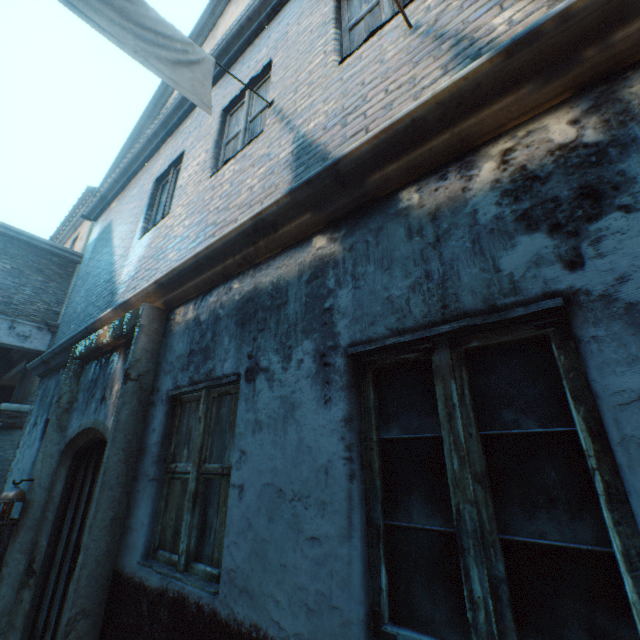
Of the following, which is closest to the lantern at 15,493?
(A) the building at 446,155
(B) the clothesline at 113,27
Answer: (A) the building at 446,155

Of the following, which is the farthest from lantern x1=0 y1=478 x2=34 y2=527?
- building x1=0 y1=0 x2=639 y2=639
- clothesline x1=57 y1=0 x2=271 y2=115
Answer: clothesline x1=57 y1=0 x2=271 y2=115

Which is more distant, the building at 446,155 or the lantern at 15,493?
the lantern at 15,493

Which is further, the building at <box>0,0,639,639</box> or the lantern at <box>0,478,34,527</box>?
the lantern at <box>0,478,34,527</box>

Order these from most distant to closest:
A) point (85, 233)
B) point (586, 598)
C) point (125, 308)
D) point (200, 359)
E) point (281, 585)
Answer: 1. point (85, 233)
2. point (125, 308)
3. point (200, 359)
4. point (281, 585)
5. point (586, 598)

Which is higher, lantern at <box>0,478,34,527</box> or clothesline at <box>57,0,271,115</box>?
clothesline at <box>57,0,271,115</box>

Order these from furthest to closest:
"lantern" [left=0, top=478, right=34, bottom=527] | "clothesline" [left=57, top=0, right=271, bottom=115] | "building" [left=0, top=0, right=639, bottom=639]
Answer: "lantern" [left=0, top=478, right=34, bottom=527], "clothesline" [left=57, top=0, right=271, bottom=115], "building" [left=0, top=0, right=639, bottom=639]
